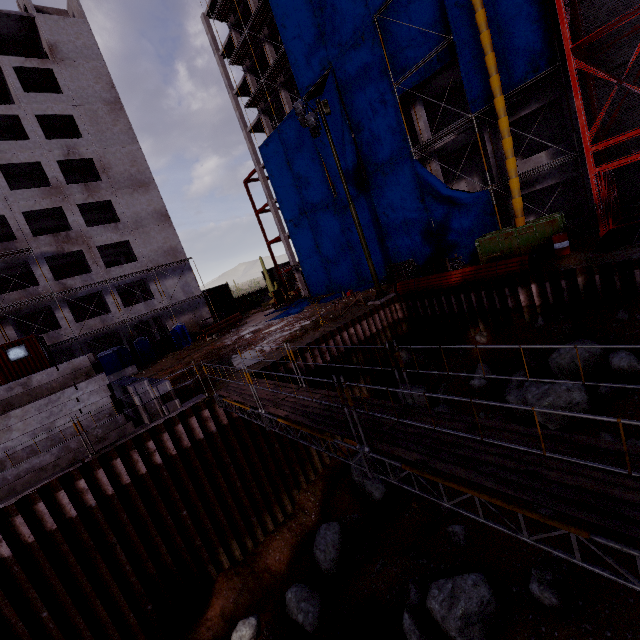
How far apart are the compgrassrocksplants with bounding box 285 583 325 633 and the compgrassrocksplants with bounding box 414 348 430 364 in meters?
10.4 m

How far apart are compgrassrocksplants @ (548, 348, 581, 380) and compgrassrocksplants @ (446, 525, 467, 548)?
5.6 meters

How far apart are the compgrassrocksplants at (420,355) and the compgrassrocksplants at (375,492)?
5.37m

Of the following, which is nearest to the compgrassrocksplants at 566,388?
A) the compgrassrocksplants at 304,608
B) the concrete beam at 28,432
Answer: the compgrassrocksplants at 304,608

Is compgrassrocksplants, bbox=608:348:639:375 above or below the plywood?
below

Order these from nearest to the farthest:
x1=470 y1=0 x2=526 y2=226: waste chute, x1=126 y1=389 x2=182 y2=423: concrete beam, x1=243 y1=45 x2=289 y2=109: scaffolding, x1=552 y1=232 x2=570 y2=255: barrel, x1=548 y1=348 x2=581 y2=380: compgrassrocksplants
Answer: x1=548 y1=348 x2=581 y2=380: compgrassrocksplants < x1=126 y1=389 x2=182 y2=423: concrete beam < x1=552 y1=232 x2=570 y2=255: barrel < x1=470 y1=0 x2=526 y2=226: waste chute < x1=243 y1=45 x2=289 y2=109: scaffolding

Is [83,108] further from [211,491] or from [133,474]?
[211,491]

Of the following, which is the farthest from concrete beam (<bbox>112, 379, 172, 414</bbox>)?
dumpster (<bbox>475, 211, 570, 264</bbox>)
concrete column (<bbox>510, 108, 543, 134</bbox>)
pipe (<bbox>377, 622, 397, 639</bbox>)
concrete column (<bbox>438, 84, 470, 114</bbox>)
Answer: concrete column (<bbox>438, 84, 470, 114</bbox>)
